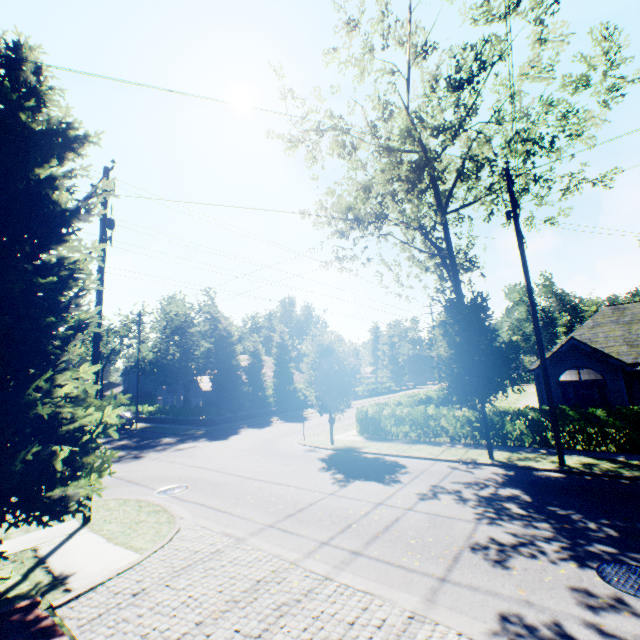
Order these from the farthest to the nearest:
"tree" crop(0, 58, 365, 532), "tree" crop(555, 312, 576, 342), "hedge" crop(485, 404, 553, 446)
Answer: "tree" crop(555, 312, 576, 342) < "hedge" crop(485, 404, 553, 446) < "tree" crop(0, 58, 365, 532)

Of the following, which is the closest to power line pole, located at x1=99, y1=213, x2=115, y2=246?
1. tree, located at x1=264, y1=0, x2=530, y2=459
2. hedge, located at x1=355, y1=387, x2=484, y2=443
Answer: tree, located at x1=264, y1=0, x2=530, y2=459

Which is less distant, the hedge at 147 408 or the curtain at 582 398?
the curtain at 582 398

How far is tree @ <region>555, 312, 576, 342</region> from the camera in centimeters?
5688cm

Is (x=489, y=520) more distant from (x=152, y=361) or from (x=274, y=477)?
(x=152, y=361)

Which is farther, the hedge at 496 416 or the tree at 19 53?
the hedge at 496 416

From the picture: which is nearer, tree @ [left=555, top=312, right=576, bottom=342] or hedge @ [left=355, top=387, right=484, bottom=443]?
hedge @ [left=355, top=387, right=484, bottom=443]
